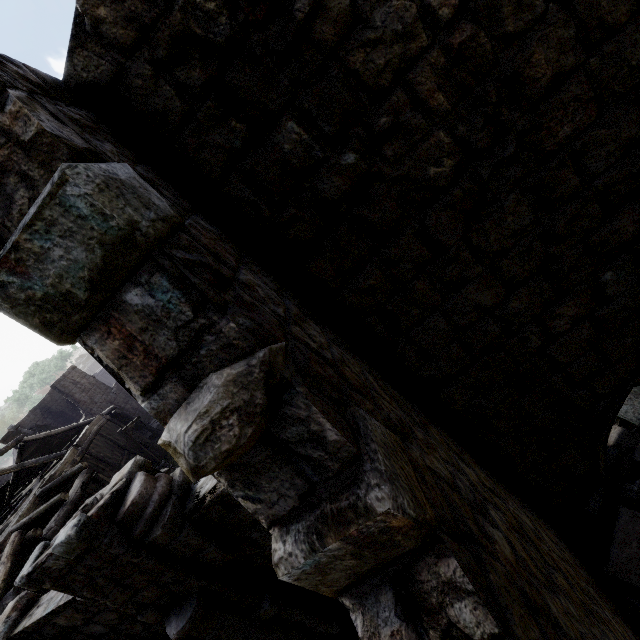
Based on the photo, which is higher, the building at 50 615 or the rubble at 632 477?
the building at 50 615

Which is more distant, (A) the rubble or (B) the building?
(A) the rubble

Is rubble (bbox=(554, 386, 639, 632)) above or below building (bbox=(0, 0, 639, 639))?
below

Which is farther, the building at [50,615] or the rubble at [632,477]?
the rubble at [632,477]

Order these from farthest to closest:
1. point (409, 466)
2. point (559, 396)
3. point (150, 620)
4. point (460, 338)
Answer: point (150, 620)
point (559, 396)
point (460, 338)
point (409, 466)
